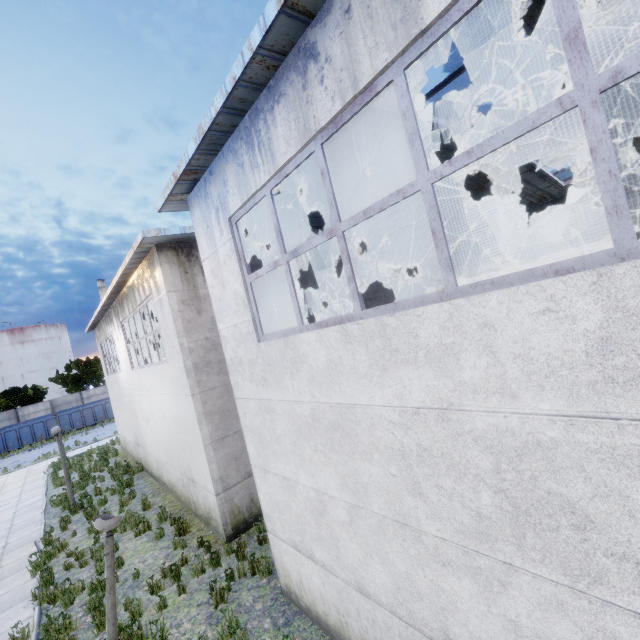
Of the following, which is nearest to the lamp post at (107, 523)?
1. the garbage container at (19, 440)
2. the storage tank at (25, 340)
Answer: the garbage container at (19, 440)

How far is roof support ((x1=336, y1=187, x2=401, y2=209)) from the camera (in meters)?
8.80

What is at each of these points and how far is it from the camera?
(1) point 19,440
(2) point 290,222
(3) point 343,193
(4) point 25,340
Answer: (1) garbage container, 30.2m
(2) roof support, 7.4m
(3) roof support, 8.8m
(4) storage tank, 58.8m

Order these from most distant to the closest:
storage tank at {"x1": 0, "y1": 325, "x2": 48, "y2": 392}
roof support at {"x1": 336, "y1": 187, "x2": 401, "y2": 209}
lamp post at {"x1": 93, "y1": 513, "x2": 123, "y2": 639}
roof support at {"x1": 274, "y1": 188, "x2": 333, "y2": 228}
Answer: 1. storage tank at {"x1": 0, "y1": 325, "x2": 48, "y2": 392}
2. roof support at {"x1": 336, "y1": 187, "x2": 401, "y2": 209}
3. roof support at {"x1": 274, "y1": 188, "x2": 333, "y2": 228}
4. lamp post at {"x1": 93, "y1": 513, "x2": 123, "y2": 639}

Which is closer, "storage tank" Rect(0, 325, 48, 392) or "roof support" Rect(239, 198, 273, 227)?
"roof support" Rect(239, 198, 273, 227)

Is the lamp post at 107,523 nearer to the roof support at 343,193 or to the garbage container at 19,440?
the roof support at 343,193

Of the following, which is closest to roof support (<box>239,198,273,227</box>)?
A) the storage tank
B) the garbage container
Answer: the garbage container

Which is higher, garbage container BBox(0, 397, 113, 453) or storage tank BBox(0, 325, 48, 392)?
storage tank BBox(0, 325, 48, 392)
